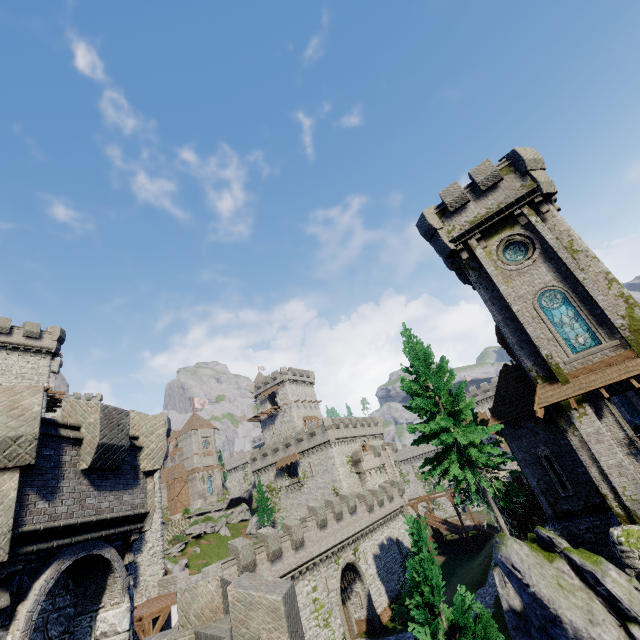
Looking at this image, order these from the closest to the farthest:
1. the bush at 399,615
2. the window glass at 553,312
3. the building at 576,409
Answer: the building at 576,409 < the window glass at 553,312 < the bush at 399,615

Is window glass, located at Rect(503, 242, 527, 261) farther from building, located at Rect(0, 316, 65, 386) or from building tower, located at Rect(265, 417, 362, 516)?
building, located at Rect(0, 316, 65, 386)

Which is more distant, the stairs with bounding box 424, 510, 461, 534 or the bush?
the stairs with bounding box 424, 510, 461, 534

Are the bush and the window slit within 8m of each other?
no

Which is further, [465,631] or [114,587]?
[114,587]

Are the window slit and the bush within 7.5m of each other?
no

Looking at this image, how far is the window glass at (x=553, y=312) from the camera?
16.7m

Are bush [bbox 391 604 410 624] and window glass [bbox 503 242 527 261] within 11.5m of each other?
no
